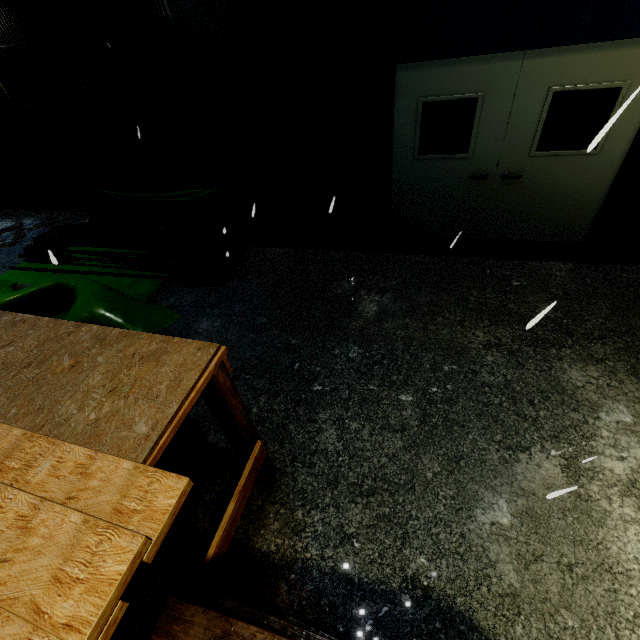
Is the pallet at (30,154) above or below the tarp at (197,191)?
above

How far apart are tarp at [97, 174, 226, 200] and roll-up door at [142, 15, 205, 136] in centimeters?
503cm

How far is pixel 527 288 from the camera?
4.56m

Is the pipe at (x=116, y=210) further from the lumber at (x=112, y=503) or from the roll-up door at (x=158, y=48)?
the roll-up door at (x=158, y=48)

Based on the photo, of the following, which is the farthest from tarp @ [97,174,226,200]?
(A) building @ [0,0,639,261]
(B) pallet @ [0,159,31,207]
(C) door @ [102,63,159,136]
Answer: (C) door @ [102,63,159,136]

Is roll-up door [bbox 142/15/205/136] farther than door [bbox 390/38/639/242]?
Yes

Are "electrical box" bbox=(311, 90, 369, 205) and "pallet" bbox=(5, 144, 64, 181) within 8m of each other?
no

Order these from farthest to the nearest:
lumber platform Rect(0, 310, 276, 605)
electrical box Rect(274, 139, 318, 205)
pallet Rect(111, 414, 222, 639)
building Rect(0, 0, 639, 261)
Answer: electrical box Rect(274, 139, 318, 205) < building Rect(0, 0, 639, 261) < pallet Rect(111, 414, 222, 639) < lumber platform Rect(0, 310, 276, 605)
